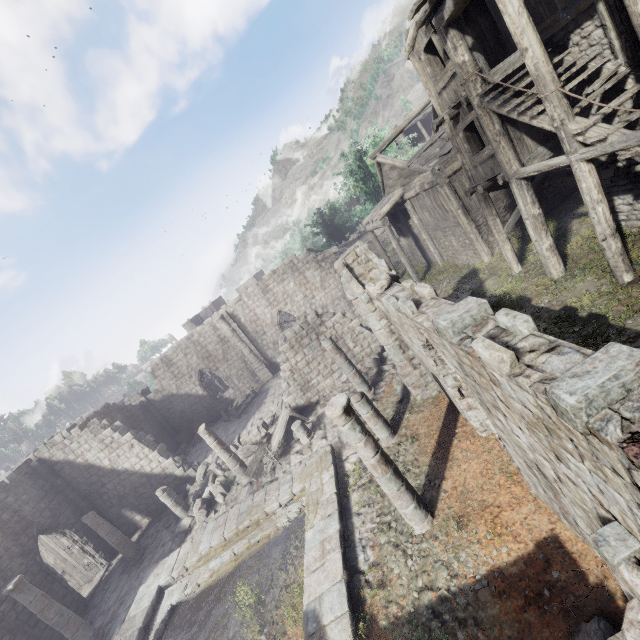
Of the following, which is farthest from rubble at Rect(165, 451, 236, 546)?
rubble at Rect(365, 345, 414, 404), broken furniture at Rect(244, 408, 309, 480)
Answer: rubble at Rect(365, 345, 414, 404)

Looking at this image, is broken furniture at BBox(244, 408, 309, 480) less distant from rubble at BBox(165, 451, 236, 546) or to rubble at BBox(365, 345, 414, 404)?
rubble at BBox(165, 451, 236, 546)

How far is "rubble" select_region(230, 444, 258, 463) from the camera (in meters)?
16.69

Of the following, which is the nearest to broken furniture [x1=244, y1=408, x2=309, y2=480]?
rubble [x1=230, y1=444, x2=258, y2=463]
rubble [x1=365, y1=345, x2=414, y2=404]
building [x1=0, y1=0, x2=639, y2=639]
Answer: building [x1=0, y1=0, x2=639, y2=639]

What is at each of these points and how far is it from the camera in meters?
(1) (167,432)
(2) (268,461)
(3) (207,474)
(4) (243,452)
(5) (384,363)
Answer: (1) building, 27.0
(2) broken furniture, 14.6
(3) rubble, 16.8
(4) rubble, 16.8
(5) rubble, 15.6

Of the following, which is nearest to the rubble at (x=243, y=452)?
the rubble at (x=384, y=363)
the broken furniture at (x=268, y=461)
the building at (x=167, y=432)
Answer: the building at (x=167, y=432)

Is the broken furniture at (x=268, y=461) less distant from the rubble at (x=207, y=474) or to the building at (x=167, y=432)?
the building at (x=167, y=432)
